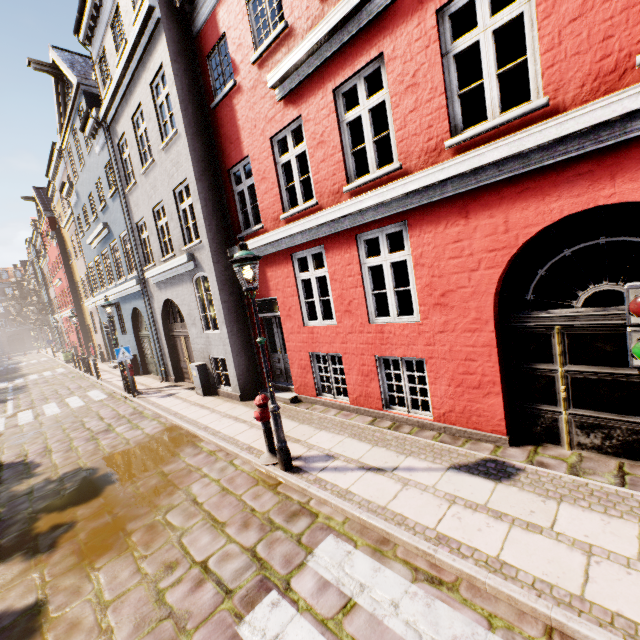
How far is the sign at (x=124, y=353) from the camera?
11.4m

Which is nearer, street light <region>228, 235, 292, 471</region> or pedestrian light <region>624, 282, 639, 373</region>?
pedestrian light <region>624, 282, 639, 373</region>

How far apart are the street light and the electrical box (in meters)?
5.87

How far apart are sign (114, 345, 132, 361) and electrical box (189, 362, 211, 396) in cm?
275

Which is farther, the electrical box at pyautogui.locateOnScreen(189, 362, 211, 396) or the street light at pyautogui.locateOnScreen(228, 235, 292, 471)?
the electrical box at pyautogui.locateOnScreen(189, 362, 211, 396)

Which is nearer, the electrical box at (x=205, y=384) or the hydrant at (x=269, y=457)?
the hydrant at (x=269, y=457)

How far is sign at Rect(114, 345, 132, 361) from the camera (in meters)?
11.44

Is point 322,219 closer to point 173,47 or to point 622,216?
point 173,47
